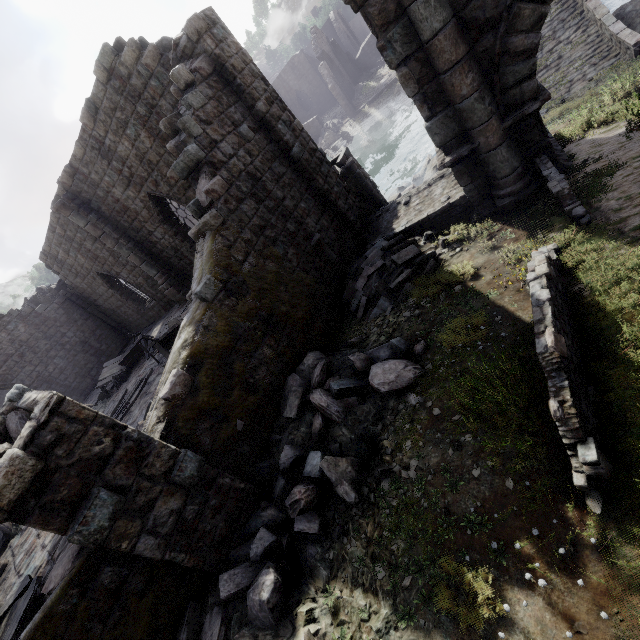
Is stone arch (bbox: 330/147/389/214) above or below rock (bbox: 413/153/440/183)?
above

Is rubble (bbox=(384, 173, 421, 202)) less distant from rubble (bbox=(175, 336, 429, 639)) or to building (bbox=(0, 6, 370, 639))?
building (bbox=(0, 6, 370, 639))

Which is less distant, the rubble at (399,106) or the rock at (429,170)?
the rock at (429,170)

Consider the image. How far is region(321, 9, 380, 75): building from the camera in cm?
3894

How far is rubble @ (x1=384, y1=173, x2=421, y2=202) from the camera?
16.5m

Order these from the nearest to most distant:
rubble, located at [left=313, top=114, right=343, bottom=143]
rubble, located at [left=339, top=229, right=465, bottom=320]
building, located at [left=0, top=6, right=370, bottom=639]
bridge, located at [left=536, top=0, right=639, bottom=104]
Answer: building, located at [left=0, top=6, right=370, bottom=639] < rubble, located at [left=339, top=229, right=465, bottom=320] < bridge, located at [left=536, top=0, right=639, bottom=104] < rubble, located at [left=313, top=114, right=343, bottom=143]

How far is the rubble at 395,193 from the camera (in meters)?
16.53

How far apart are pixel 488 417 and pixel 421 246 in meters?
5.7 m
